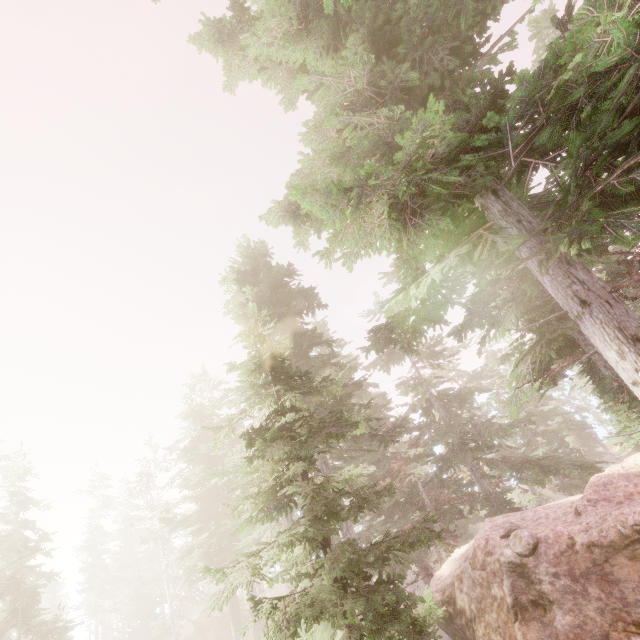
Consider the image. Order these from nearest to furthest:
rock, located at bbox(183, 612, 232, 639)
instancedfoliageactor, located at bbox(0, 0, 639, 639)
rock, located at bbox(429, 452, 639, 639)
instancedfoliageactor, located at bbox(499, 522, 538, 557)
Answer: instancedfoliageactor, located at bbox(0, 0, 639, 639), rock, located at bbox(429, 452, 639, 639), instancedfoliageactor, located at bbox(499, 522, 538, 557), rock, located at bbox(183, 612, 232, 639)

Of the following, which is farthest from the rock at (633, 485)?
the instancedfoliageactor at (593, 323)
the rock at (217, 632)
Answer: the rock at (217, 632)

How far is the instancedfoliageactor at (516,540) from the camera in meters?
8.1 m

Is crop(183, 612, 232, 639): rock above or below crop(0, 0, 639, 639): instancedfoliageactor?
below

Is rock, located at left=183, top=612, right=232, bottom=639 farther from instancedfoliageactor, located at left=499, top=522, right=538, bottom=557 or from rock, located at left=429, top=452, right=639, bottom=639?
rock, located at left=429, top=452, right=639, bottom=639

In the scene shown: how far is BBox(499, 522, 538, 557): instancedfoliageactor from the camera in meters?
8.1 m

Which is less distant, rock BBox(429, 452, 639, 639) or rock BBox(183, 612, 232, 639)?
rock BBox(429, 452, 639, 639)

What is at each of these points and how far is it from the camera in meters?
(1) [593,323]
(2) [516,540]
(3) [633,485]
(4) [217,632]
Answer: (1) instancedfoliageactor, 5.8
(2) instancedfoliageactor, 8.4
(3) rock, 8.9
(4) rock, 33.2
